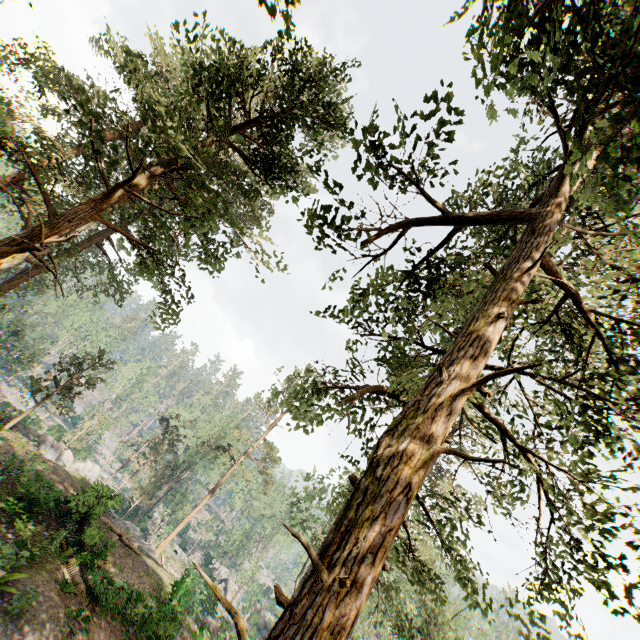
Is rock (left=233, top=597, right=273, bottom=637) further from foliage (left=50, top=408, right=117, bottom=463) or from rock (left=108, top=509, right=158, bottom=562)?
rock (left=108, top=509, right=158, bottom=562)

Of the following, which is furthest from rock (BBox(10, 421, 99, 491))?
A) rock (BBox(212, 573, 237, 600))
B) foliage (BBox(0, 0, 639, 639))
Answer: rock (BBox(212, 573, 237, 600))

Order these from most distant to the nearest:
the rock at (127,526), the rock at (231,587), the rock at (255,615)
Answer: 1. the rock at (231,587)
2. the rock at (255,615)
3. the rock at (127,526)

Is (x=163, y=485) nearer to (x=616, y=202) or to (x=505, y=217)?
(x=505, y=217)

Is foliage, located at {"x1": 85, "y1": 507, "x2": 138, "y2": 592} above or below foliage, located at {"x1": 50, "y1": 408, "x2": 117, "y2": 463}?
above

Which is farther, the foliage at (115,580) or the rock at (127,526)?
the rock at (127,526)
